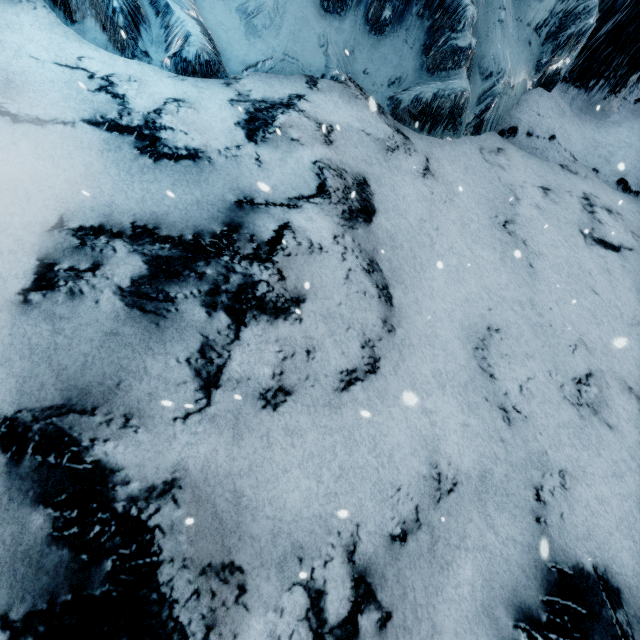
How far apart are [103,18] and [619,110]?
11.4m
